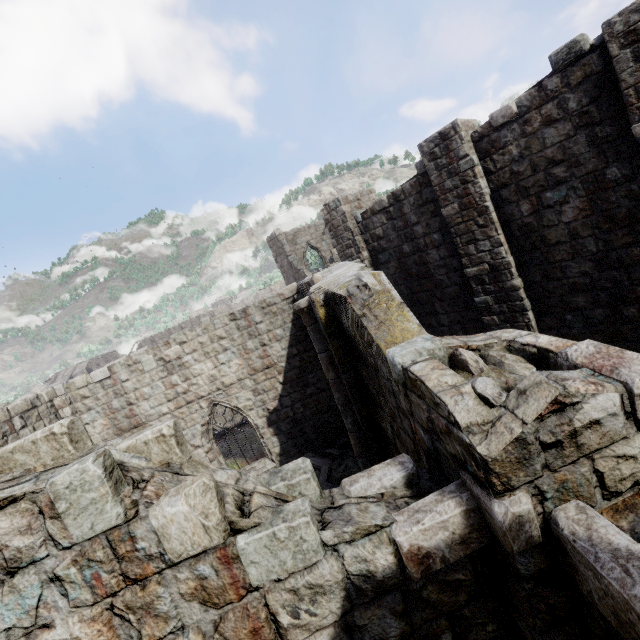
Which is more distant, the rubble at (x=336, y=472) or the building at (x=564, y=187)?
the rubble at (x=336, y=472)

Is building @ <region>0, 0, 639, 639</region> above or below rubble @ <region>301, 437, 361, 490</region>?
above

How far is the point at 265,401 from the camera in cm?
1184

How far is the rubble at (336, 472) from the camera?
10.0m

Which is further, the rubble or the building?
the rubble

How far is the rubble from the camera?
10.0m
